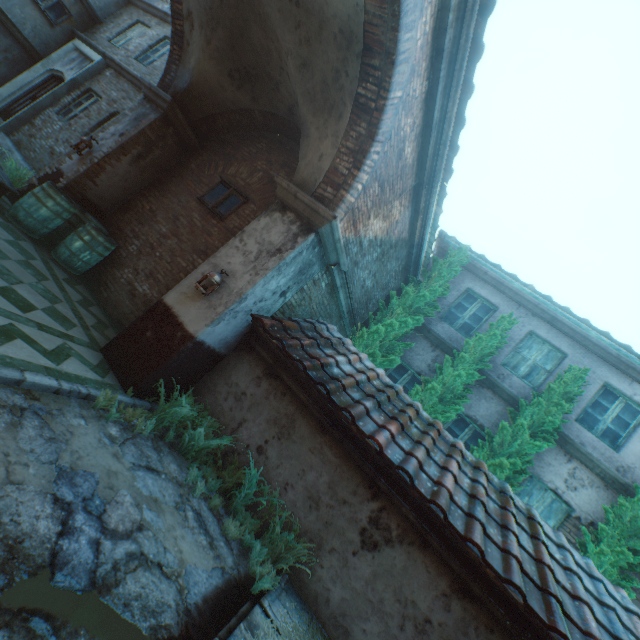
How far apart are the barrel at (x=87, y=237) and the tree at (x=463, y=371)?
7.43m

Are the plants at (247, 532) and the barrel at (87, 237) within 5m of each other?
yes

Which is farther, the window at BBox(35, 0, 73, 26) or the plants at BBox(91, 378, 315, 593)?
Answer: the window at BBox(35, 0, 73, 26)

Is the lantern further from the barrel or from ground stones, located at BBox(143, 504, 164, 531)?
the barrel

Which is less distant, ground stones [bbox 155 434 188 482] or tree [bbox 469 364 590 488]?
ground stones [bbox 155 434 188 482]

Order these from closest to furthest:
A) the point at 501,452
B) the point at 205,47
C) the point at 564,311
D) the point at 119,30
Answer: the point at 205,47 → the point at 501,452 → the point at 564,311 → the point at 119,30

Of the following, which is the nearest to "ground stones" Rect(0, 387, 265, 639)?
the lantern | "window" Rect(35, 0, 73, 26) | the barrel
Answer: the lantern

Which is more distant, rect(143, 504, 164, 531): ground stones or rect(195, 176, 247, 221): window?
rect(195, 176, 247, 221): window
